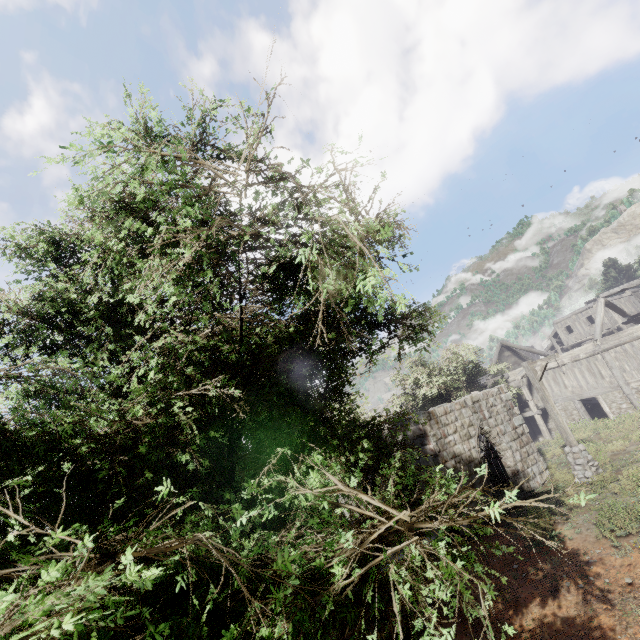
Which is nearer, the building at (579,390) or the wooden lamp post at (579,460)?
the wooden lamp post at (579,460)

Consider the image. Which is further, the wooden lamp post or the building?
the building

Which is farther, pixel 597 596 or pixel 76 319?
pixel 597 596

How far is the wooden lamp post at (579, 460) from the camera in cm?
1205

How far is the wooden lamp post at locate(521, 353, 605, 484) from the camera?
12.05m
